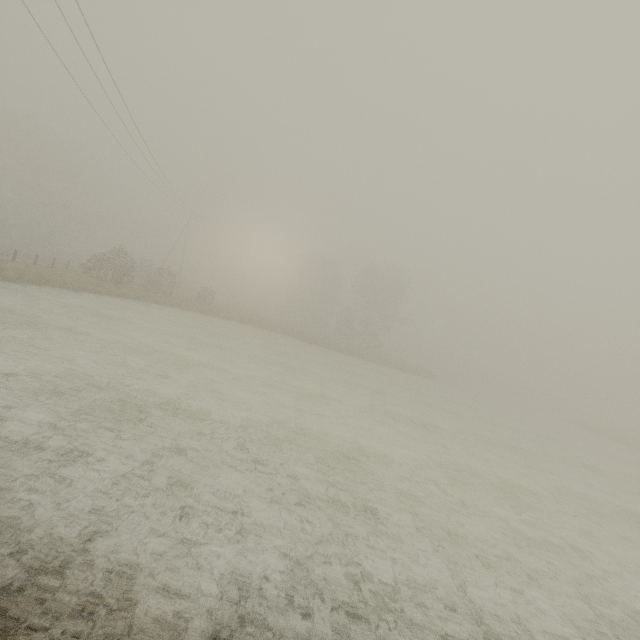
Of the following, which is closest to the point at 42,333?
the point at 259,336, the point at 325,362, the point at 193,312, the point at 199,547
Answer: the point at 199,547

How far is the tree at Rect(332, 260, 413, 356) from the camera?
48.1m

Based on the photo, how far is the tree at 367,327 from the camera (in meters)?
48.06
